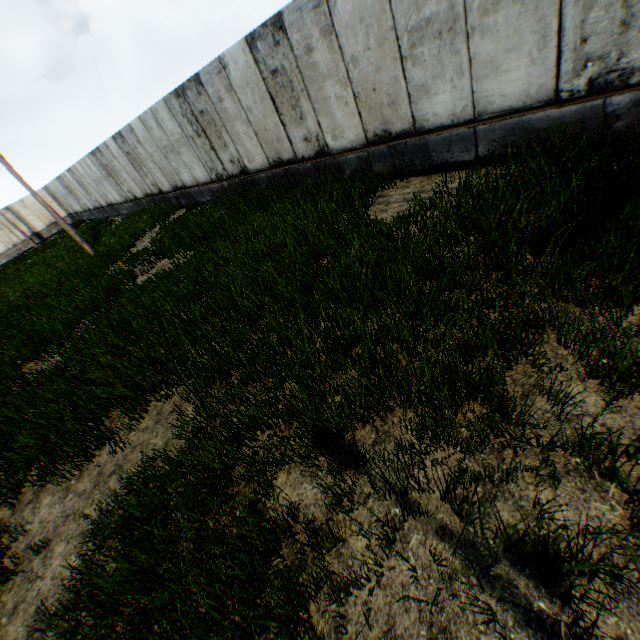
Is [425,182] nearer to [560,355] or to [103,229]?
[560,355]
